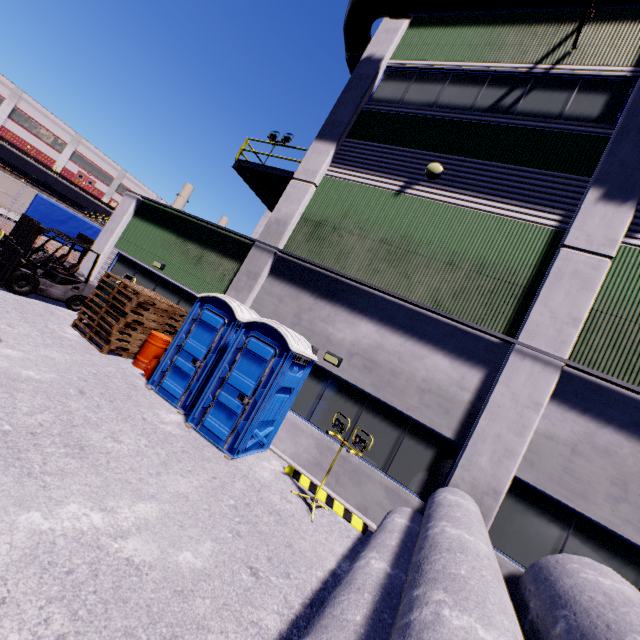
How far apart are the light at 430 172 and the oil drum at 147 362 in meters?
8.6 m

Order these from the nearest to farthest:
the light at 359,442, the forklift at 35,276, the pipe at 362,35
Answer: the light at 359,442 → the pipe at 362,35 → the forklift at 35,276

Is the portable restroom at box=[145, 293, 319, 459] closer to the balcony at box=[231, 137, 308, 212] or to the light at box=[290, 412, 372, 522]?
the light at box=[290, 412, 372, 522]

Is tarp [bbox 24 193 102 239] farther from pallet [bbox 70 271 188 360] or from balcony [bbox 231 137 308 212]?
balcony [bbox 231 137 308 212]

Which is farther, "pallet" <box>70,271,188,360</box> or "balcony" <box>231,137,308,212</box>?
"balcony" <box>231,137,308,212</box>

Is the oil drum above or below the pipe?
below

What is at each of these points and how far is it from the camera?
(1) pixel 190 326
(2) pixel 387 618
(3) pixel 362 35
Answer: (1) portable restroom, 8.3m
(2) concrete pipe, 3.0m
(3) pipe, 11.5m

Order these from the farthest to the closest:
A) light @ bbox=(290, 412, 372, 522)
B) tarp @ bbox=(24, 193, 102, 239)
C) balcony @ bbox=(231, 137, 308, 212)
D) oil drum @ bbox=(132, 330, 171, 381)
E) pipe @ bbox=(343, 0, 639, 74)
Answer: tarp @ bbox=(24, 193, 102, 239) < balcony @ bbox=(231, 137, 308, 212) < oil drum @ bbox=(132, 330, 171, 381) < pipe @ bbox=(343, 0, 639, 74) < light @ bbox=(290, 412, 372, 522)
